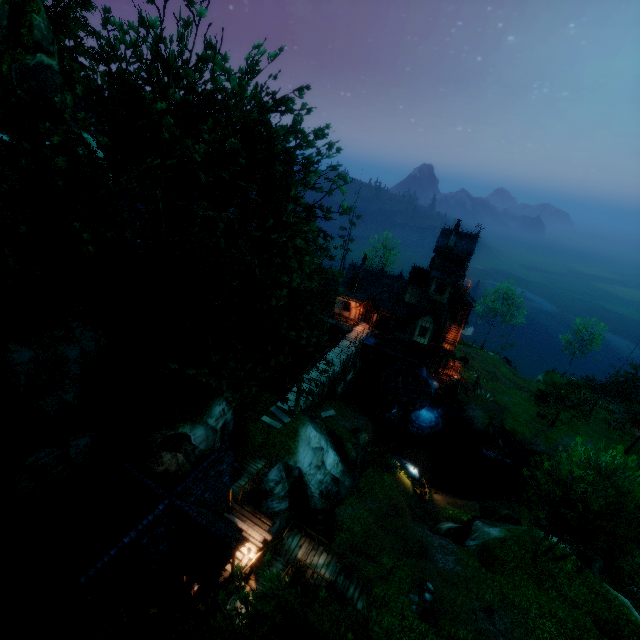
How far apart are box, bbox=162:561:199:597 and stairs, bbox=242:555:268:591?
2.0 meters

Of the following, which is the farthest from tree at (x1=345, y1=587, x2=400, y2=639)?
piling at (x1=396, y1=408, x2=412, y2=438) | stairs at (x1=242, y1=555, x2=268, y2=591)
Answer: piling at (x1=396, y1=408, x2=412, y2=438)

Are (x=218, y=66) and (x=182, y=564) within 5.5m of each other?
no

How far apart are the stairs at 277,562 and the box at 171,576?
3.29m

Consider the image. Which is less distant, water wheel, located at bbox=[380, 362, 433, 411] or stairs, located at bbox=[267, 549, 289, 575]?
stairs, located at bbox=[267, 549, 289, 575]

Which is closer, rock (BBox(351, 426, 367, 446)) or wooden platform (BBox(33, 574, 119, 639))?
wooden platform (BBox(33, 574, 119, 639))

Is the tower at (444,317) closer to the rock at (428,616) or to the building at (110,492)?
the rock at (428,616)

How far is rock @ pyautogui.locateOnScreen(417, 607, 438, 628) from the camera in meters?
17.0 m
